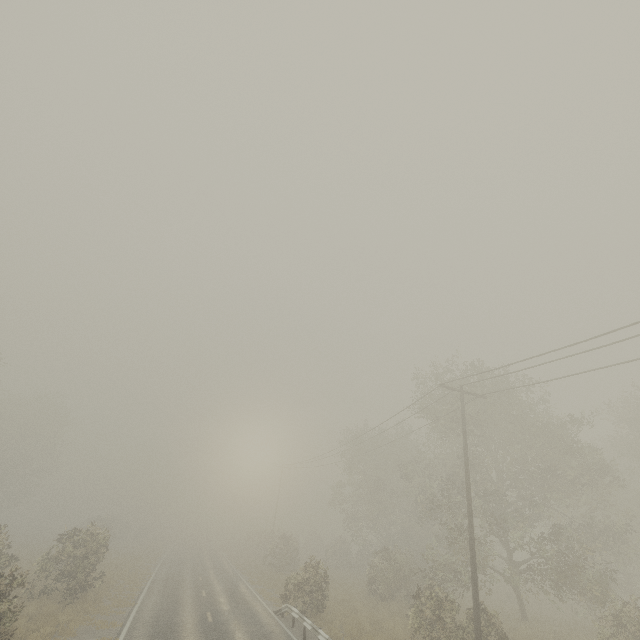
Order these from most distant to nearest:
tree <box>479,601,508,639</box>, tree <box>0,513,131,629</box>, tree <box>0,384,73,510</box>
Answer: tree <box>0,384,73,510</box> < tree <box>479,601,508,639</box> < tree <box>0,513,131,629</box>

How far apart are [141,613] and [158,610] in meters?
0.9

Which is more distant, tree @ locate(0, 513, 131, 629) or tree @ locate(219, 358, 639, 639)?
tree @ locate(219, 358, 639, 639)

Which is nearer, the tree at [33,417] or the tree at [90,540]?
the tree at [90,540]

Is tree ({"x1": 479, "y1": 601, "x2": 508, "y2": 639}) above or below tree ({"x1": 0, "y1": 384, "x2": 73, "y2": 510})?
below

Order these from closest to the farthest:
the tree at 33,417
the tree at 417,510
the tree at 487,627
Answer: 1. the tree at 487,627
2. the tree at 417,510
3. the tree at 33,417

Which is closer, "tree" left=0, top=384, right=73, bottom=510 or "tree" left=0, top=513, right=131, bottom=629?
"tree" left=0, top=513, right=131, bottom=629
